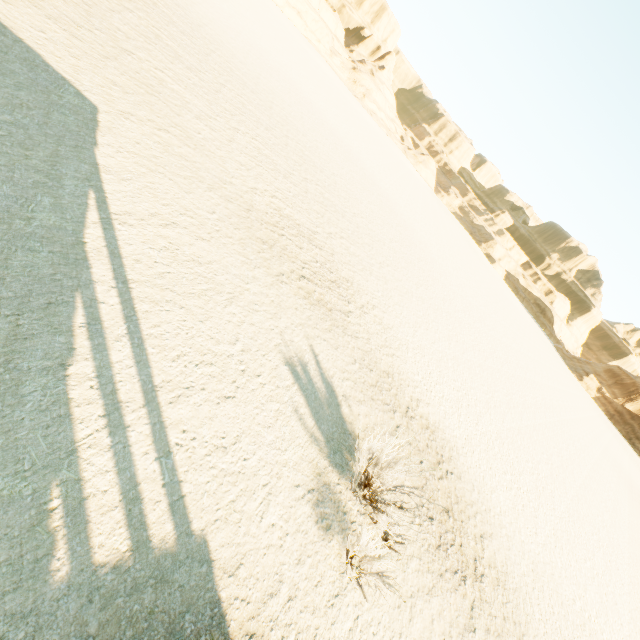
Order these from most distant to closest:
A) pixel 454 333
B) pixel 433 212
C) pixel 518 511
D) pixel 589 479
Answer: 1. pixel 433 212
2. pixel 589 479
3. pixel 454 333
4. pixel 518 511
